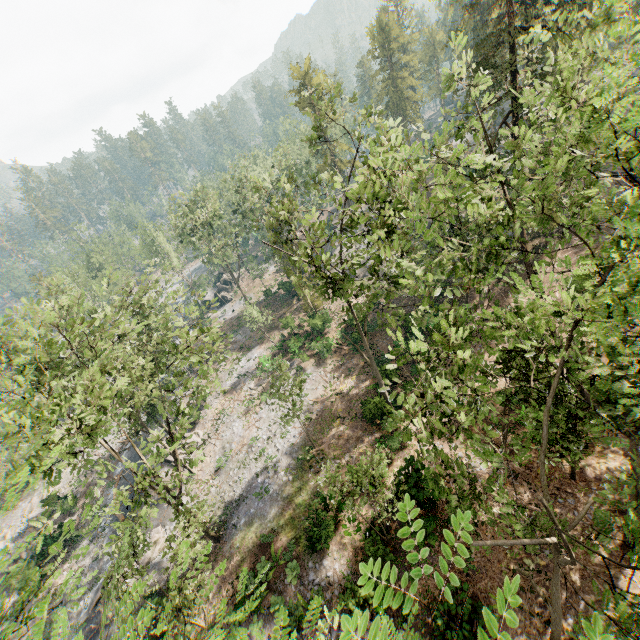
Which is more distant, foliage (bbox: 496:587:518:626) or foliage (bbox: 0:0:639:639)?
foliage (bbox: 0:0:639:639)

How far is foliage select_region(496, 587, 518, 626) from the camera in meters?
1.8

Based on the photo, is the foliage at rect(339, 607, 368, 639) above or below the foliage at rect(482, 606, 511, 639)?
above

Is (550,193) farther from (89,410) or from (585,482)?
(89,410)

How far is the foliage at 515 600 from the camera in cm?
180
